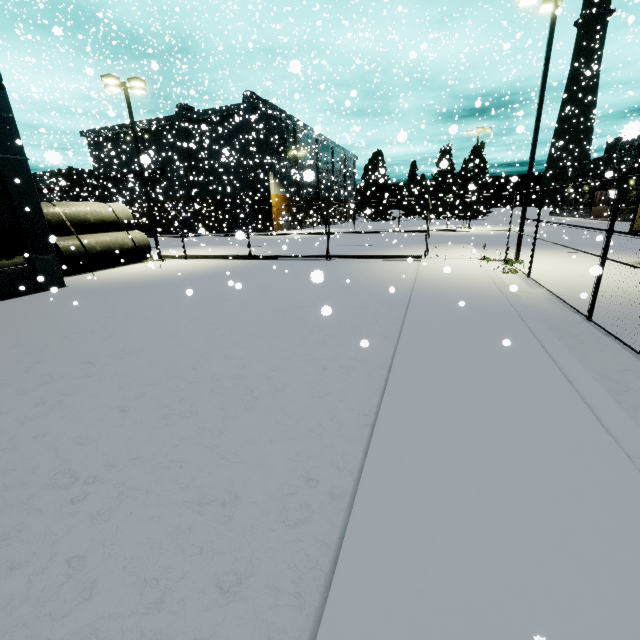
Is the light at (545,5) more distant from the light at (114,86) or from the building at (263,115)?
the light at (114,86)

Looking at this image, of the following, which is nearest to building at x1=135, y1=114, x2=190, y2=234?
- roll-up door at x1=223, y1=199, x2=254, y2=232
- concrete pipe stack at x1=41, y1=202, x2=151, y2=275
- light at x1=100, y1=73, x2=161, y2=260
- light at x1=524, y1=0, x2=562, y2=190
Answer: roll-up door at x1=223, y1=199, x2=254, y2=232

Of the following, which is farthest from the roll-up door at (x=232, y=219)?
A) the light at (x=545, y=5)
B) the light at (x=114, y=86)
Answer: the light at (x=545, y=5)

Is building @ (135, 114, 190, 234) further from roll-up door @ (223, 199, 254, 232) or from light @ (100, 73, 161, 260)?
light @ (100, 73, 161, 260)

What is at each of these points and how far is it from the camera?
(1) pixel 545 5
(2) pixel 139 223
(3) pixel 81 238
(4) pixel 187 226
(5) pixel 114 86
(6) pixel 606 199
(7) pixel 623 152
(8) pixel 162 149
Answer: (1) light, 12.4m
(2) building, 52.0m
(3) concrete pipe stack, 17.4m
(4) roll-up door, 49.6m
(5) light, 18.2m
(6) building, 42.6m
(7) building, 36.9m
(8) building, 46.4m

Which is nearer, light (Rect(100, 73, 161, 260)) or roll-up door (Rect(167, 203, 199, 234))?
light (Rect(100, 73, 161, 260))

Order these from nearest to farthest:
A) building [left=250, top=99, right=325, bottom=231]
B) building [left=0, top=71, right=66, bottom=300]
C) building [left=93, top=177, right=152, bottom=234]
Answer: building [left=0, top=71, right=66, bottom=300] → building [left=250, top=99, right=325, bottom=231] → building [left=93, top=177, right=152, bottom=234]

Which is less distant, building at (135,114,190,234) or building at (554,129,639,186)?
building at (554,129,639,186)
